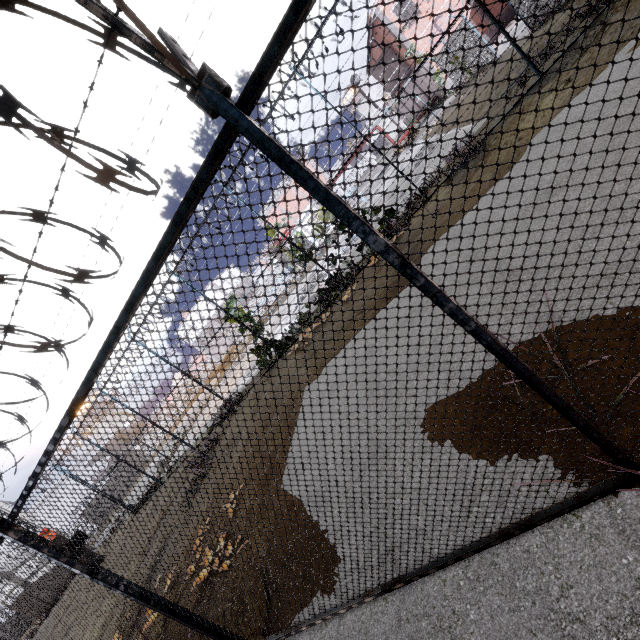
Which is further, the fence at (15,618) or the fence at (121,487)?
the fence at (15,618)

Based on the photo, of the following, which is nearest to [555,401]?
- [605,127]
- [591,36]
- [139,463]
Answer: [605,127]

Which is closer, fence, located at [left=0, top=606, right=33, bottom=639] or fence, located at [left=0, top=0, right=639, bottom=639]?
fence, located at [left=0, top=0, right=639, bottom=639]
